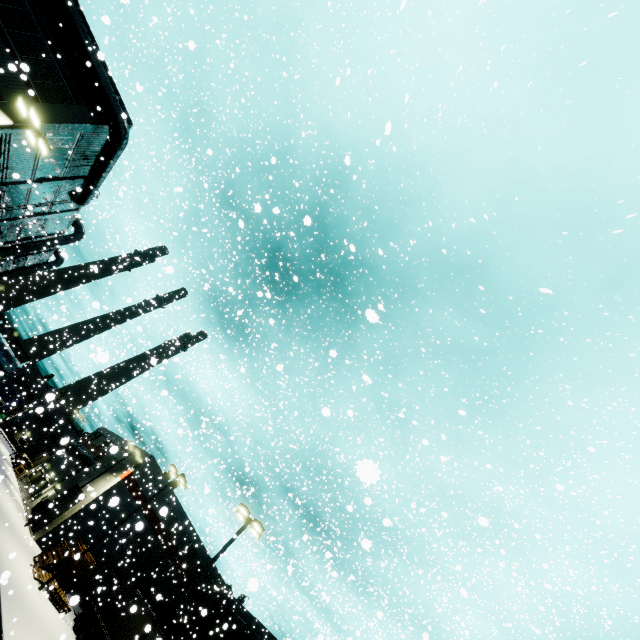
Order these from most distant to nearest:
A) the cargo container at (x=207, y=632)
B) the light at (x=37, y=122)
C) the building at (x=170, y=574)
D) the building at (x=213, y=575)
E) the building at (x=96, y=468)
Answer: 1. the building at (x=213, y=575)
2. the building at (x=96, y=468)
3. the building at (x=170, y=574)
4. the cargo container at (x=207, y=632)
5. the light at (x=37, y=122)

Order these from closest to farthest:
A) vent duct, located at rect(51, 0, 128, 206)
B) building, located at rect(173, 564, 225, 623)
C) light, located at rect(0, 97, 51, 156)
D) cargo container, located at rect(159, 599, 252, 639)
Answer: light, located at rect(0, 97, 51, 156) < vent duct, located at rect(51, 0, 128, 206) < cargo container, located at rect(159, 599, 252, 639) < building, located at rect(173, 564, 225, 623)

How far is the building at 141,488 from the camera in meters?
29.0 m

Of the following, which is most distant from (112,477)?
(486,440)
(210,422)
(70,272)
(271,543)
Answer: (486,440)

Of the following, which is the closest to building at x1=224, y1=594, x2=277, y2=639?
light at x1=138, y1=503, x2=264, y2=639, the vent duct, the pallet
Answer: the vent duct

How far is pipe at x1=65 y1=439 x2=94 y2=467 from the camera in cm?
3938

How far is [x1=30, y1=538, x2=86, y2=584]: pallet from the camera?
21.5m

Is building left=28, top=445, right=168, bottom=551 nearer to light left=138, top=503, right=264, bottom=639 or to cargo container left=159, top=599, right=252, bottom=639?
cargo container left=159, top=599, right=252, bottom=639
